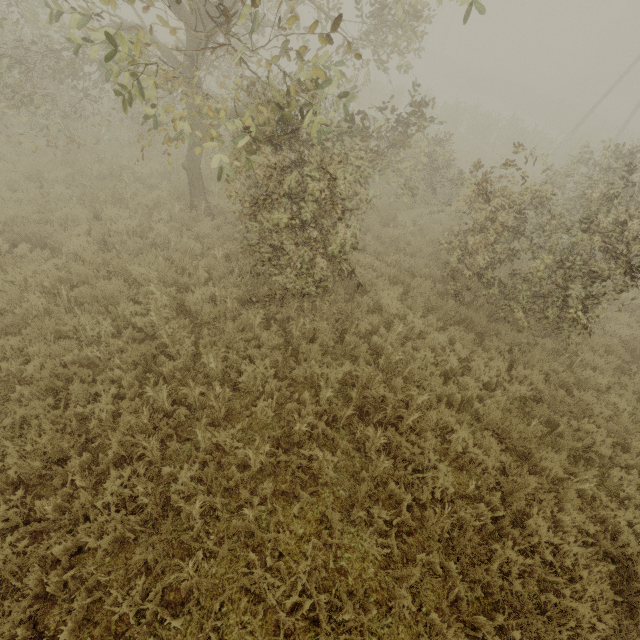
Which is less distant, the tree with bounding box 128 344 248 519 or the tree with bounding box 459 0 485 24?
the tree with bounding box 459 0 485 24

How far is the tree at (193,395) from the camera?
4.1 meters

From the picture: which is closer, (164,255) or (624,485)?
(624,485)

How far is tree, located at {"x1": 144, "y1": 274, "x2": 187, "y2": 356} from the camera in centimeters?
575cm

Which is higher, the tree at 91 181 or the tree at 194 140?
the tree at 194 140

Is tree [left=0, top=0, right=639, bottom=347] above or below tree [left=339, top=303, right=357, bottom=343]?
above
